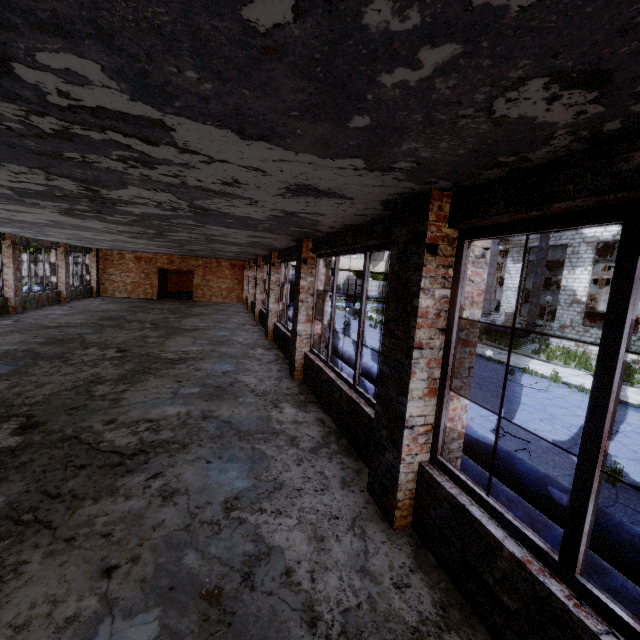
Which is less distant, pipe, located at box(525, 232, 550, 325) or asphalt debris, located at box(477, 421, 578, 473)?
asphalt debris, located at box(477, 421, 578, 473)

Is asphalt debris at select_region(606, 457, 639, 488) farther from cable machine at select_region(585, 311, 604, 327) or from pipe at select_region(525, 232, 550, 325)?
pipe at select_region(525, 232, 550, 325)

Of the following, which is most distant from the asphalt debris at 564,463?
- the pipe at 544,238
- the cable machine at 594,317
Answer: the pipe at 544,238

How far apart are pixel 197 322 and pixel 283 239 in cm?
849

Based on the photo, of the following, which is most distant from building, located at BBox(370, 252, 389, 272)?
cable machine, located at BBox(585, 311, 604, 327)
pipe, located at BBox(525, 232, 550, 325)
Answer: cable machine, located at BBox(585, 311, 604, 327)

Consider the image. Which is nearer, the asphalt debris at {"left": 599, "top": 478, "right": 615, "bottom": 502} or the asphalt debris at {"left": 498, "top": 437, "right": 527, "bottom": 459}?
the asphalt debris at {"left": 599, "top": 478, "right": 615, "bottom": 502}

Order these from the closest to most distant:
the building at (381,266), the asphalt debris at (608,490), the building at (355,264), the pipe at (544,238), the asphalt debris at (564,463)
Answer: the asphalt debris at (608,490), the asphalt debris at (564,463), the pipe at (544,238), the building at (355,264), the building at (381,266)
